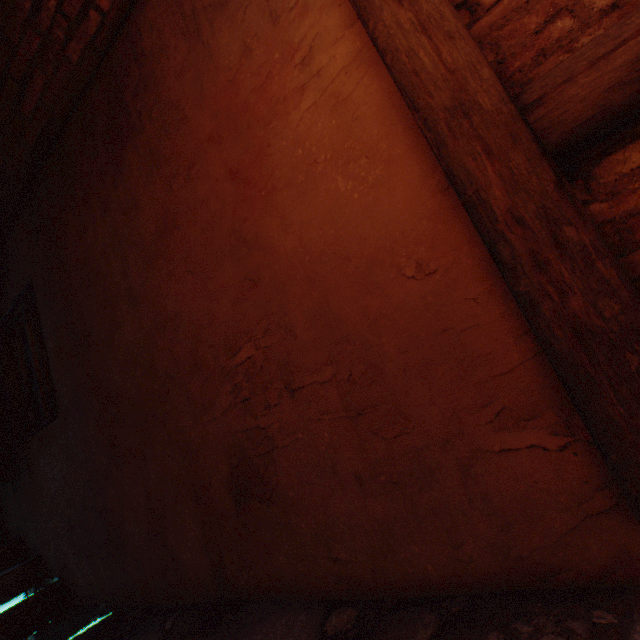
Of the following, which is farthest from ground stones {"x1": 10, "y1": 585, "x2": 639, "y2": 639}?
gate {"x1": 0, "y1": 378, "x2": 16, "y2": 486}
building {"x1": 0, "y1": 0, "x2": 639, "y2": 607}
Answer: gate {"x1": 0, "y1": 378, "x2": 16, "y2": 486}

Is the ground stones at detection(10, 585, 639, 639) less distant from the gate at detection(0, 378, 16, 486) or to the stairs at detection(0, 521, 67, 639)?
the stairs at detection(0, 521, 67, 639)

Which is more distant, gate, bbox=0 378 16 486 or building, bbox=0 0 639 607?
gate, bbox=0 378 16 486

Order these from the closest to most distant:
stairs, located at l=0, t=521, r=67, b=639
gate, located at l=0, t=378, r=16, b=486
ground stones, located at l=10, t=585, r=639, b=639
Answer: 1. ground stones, located at l=10, t=585, r=639, b=639
2. stairs, located at l=0, t=521, r=67, b=639
3. gate, located at l=0, t=378, r=16, b=486

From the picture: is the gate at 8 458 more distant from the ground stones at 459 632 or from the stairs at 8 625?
the ground stones at 459 632

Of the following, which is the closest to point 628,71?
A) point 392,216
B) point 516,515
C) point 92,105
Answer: point 392,216

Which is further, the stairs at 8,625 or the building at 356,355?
the stairs at 8,625
